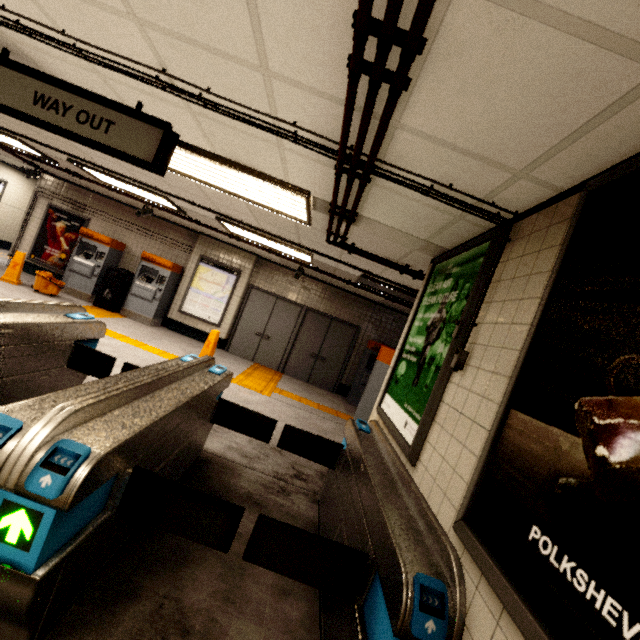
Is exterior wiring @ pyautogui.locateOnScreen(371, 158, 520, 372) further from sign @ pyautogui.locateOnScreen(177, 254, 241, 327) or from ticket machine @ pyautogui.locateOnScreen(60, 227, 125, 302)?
ticket machine @ pyautogui.locateOnScreen(60, 227, 125, 302)

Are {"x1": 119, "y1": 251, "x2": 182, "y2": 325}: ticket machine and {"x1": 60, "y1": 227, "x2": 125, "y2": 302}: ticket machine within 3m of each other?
yes

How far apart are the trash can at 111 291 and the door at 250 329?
3.1 meters

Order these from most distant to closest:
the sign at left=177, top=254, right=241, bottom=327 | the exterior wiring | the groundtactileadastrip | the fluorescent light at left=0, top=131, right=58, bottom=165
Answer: the sign at left=177, top=254, right=241, bottom=327, the groundtactileadastrip, the fluorescent light at left=0, top=131, right=58, bottom=165, the exterior wiring

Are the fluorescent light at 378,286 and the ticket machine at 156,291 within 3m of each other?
no

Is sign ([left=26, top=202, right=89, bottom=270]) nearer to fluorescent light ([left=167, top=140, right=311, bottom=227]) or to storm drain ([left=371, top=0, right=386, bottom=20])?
storm drain ([left=371, top=0, right=386, bottom=20])

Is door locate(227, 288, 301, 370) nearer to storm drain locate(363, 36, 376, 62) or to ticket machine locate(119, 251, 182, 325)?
storm drain locate(363, 36, 376, 62)

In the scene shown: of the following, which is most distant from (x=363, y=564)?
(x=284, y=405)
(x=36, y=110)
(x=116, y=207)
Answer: (x=116, y=207)
